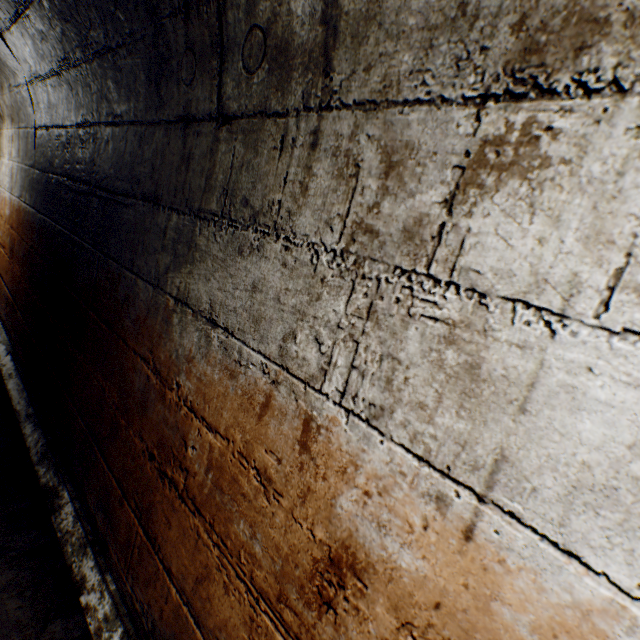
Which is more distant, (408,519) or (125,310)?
(125,310)
